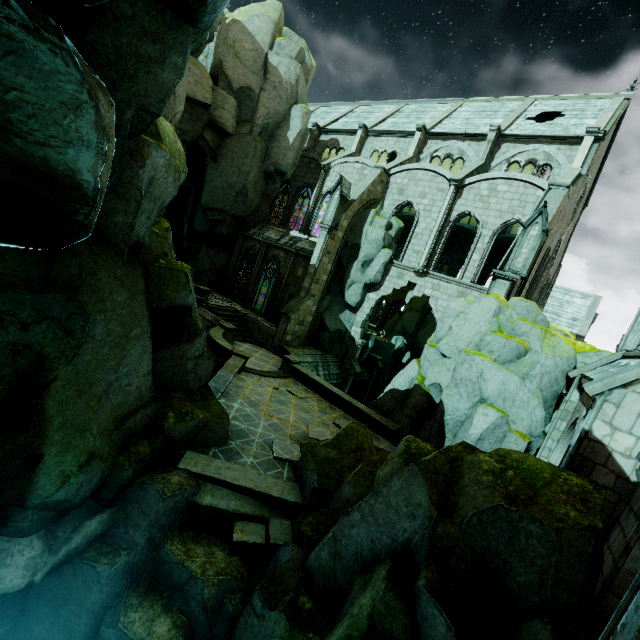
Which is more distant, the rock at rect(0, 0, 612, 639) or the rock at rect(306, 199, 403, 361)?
the rock at rect(306, 199, 403, 361)

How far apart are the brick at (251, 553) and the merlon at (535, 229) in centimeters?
1424cm

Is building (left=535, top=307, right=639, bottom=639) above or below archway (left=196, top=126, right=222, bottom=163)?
below

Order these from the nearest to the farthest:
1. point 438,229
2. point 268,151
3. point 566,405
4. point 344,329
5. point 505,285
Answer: point 566,405, point 505,285, point 438,229, point 344,329, point 268,151

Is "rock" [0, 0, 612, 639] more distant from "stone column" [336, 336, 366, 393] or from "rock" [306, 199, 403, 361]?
"stone column" [336, 336, 366, 393]

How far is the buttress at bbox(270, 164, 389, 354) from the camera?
22.5 meters

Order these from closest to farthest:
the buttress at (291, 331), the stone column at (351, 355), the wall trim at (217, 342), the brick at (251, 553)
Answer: the brick at (251, 553)
the wall trim at (217, 342)
the buttress at (291, 331)
the stone column at (351, 355)

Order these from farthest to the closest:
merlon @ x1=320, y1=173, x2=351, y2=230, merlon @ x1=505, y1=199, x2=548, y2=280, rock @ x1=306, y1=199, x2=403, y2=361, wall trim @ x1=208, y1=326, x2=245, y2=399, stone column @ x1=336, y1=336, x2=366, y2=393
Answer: stone column @ x1=336, y1=336, x2=366, y2=393
rock @ x1=306, y1=199, x2=403, y2=361
merlon @ x1=320, y1=173, x2=351, y2=230
merlon @ x1=505, y1=199, x2=548, y2=280
wall trim @ x1=208, y1=326, x2=245, y2=399
